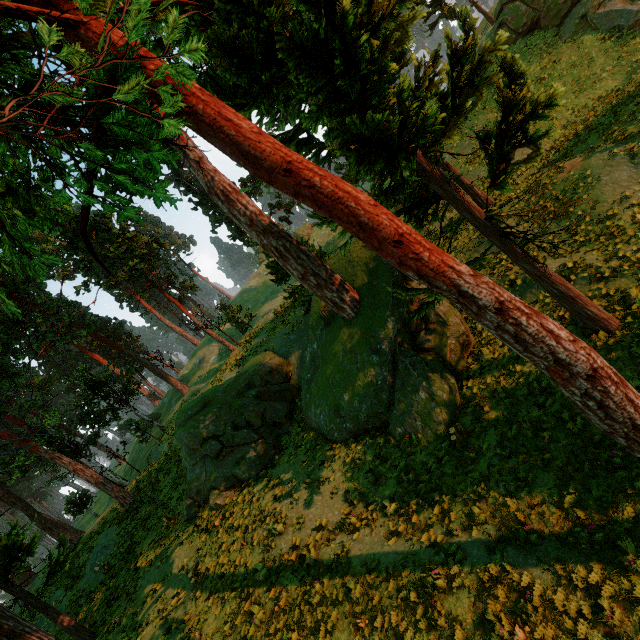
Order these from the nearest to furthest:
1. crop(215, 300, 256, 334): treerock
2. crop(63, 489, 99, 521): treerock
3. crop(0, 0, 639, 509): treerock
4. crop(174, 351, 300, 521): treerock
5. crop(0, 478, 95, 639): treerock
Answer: crop(0, 0, 639, 509): treerock, crop(0, 478, 95, 639): treerock, crop(174, 351, 300, 521): treerock, crop(215, 300, 256, 334): treerock, crop(63, 489, 99, 521): treerock

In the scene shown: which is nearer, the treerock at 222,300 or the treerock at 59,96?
the treerock at 59,96

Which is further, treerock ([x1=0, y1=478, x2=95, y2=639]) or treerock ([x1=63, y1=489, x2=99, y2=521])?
treerock ([x1=63, y1=489, x2=99, y2=521])

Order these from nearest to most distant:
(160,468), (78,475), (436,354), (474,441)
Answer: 1. (474,441)
2. (436,354)
3. (78,475)
4. (160,468)

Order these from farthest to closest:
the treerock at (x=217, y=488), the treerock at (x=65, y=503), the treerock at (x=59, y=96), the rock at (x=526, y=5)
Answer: the treerock at (x=65, y=503)
the rock at (x=526, y=5)
the treerock at (x=217, y=488)
the treerock at (x=59, y=96)

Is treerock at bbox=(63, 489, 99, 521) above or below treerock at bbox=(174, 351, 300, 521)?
above

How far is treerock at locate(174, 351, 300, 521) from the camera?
16.2m
